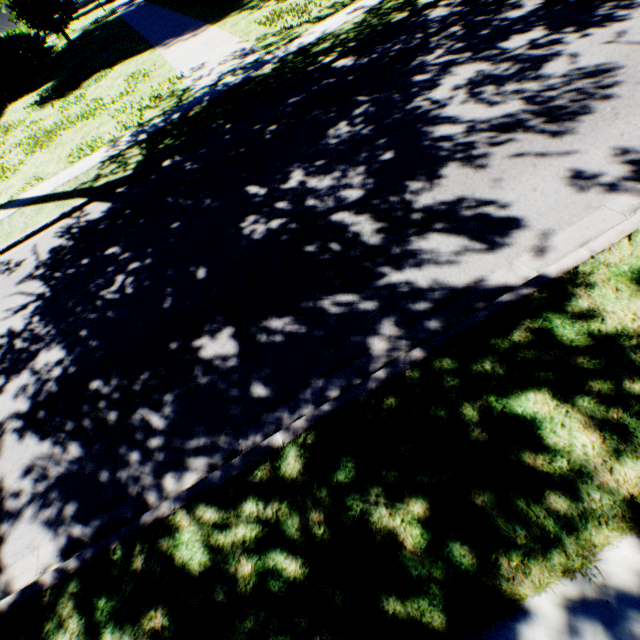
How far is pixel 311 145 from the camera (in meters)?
6.96
